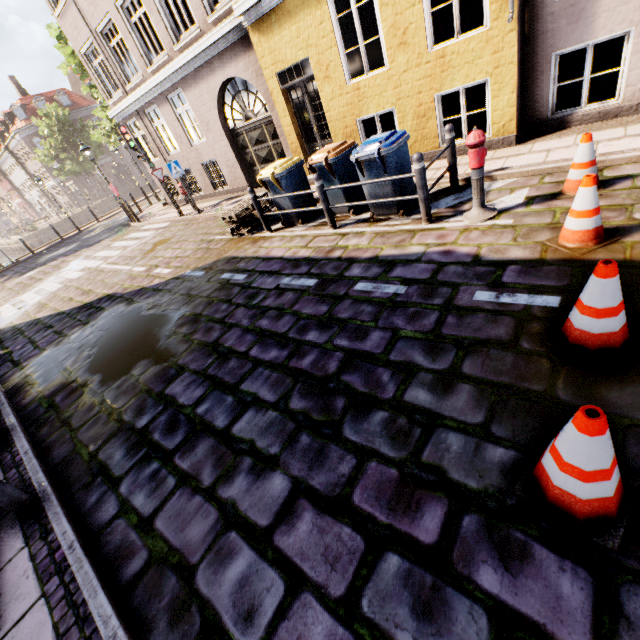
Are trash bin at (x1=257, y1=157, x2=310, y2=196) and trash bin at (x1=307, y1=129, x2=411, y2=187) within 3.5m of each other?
yes

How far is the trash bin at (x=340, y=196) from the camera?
5.60m

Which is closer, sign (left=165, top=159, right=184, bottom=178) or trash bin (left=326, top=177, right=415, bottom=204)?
trash bin (left=326, top=177, right=415, bottom=204)

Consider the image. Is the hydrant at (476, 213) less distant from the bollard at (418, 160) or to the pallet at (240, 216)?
the bollard at (418, 160)

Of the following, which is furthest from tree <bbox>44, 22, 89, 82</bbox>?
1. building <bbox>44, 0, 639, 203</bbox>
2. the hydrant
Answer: the hydrant

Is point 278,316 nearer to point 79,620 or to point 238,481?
point 238,481

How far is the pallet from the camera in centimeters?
818cm

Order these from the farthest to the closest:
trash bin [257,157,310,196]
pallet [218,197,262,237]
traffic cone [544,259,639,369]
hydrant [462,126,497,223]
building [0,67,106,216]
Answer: Answer: building [0,67,106,216], pallet [218,197,262,237], trash bin [257,157,310,196], hydrant [462,126,497,223], traffic cone [544,259,639,369]
